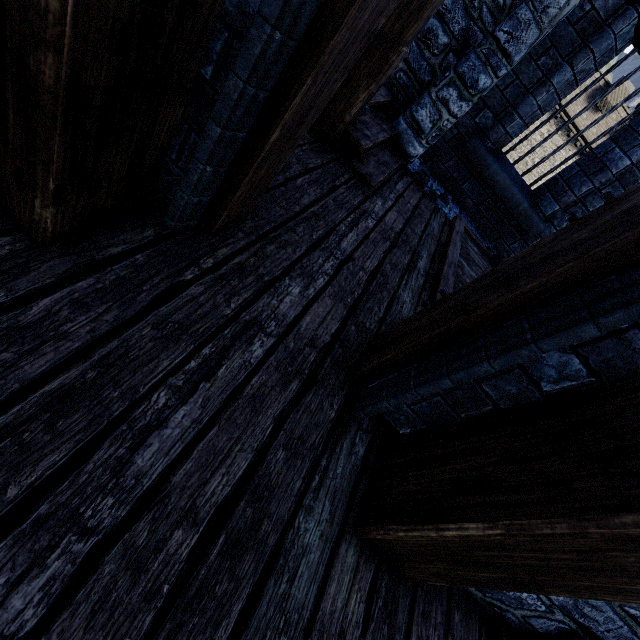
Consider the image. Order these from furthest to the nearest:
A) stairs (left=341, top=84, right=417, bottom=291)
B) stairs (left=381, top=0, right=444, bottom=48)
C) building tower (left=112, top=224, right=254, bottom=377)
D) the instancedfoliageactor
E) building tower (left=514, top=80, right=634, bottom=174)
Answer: building tower (left=514, top=80, right=634, bottom=174) → the instancedfoliageactor → stairs (left=341, top=84, right=417, bottom=291) → stairs (left=381, top=0, right=444, bottom=48) → building tower (left=112, top=224, right=254, bottom=377)

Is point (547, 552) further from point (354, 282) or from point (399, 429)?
point (354, 282)

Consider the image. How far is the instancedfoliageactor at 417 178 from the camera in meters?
4.5

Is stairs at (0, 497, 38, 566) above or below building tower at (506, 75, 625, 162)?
below

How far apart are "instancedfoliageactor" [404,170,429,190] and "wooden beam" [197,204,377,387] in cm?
282

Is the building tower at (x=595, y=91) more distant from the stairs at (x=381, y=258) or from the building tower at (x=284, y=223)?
the stairs at (x=381, y=258)

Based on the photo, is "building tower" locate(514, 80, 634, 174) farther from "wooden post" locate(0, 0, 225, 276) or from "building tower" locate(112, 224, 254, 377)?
"wooden post" locate(0, 0, 225, 276)

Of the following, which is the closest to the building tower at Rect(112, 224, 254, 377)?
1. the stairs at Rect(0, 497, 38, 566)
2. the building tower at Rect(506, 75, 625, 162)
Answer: the stairs at Rect(0, 497, 38, 566)
